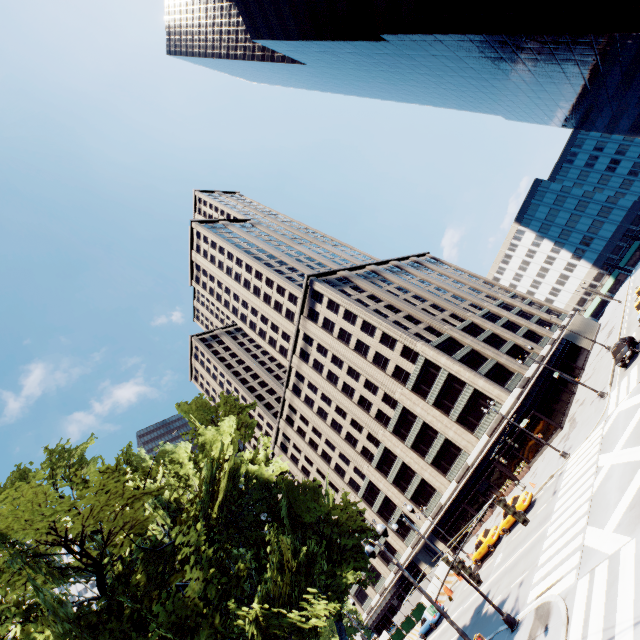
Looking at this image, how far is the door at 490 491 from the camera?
44.9 meters

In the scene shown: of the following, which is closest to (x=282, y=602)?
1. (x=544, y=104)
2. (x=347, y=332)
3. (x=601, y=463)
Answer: (x=601, y=463)

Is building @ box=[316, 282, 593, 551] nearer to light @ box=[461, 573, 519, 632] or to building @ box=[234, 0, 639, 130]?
light @ box=[461, 573, 519, 632]

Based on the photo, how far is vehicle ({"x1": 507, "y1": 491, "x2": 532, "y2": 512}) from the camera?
28.7m

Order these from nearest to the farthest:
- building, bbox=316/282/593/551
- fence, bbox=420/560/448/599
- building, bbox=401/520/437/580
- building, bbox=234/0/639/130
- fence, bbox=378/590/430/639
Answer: building, bbox=234/0/639/130, fence, bbox=378/590/430/639, fence, bbox=420/560/448/599, building, bbox=316/282/593/551, building, bbox=401/520/437/580

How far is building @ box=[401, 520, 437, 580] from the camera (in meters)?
57.16

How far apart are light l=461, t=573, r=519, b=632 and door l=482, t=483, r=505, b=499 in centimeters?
3198cm

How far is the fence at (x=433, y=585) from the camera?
39.4 meters
